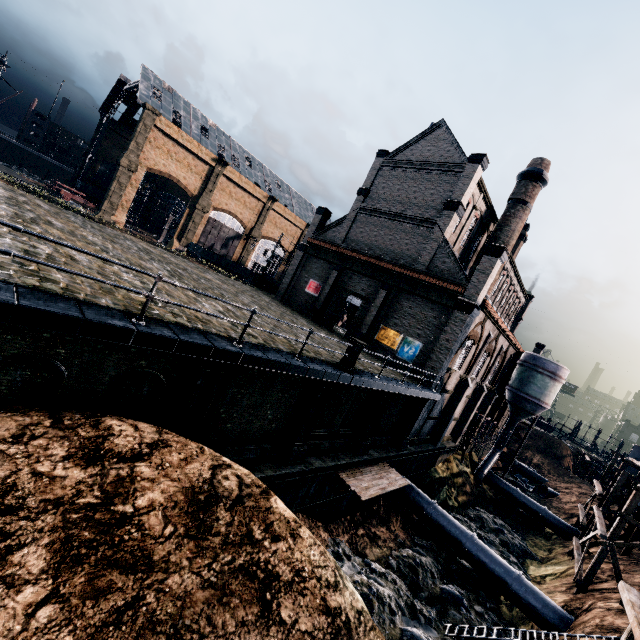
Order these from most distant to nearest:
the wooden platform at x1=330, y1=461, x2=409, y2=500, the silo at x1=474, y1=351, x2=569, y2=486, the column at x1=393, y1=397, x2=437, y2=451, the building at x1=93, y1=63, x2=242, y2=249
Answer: the building at x1=93, y1=63, x2=242, y2=249 → the silo at x1=474, y1=351, x2=569, y2=486 → the column at x1=393, y1=397, x2=437, y2=451 → the wooden platform at x1=330, y1=461, x2=409, y2=500

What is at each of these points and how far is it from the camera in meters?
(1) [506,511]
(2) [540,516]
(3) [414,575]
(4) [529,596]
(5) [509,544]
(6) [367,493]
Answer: (1) stone debris, 36.3
(2) pipe, 34.3
(3) stone debris, 18.5
(4) pipe, 18.5
(5) stone debris, 28.4
(6) wooden platform, 16.4

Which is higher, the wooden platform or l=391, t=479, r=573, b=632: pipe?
the wooden platform

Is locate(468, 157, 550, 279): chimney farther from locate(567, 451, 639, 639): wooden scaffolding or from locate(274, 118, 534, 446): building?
locate(567, 451, 639, 639): wooden scaffolding

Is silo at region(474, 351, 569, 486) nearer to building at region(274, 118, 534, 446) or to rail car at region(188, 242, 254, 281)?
building at region(274, 118, 534, 446)

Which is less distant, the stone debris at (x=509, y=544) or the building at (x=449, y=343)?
the building at (x=449, y=343)

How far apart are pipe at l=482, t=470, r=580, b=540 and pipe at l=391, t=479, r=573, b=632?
18.4 meters

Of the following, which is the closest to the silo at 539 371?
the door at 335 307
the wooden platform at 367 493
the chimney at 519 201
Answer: the chimney at 519 201
